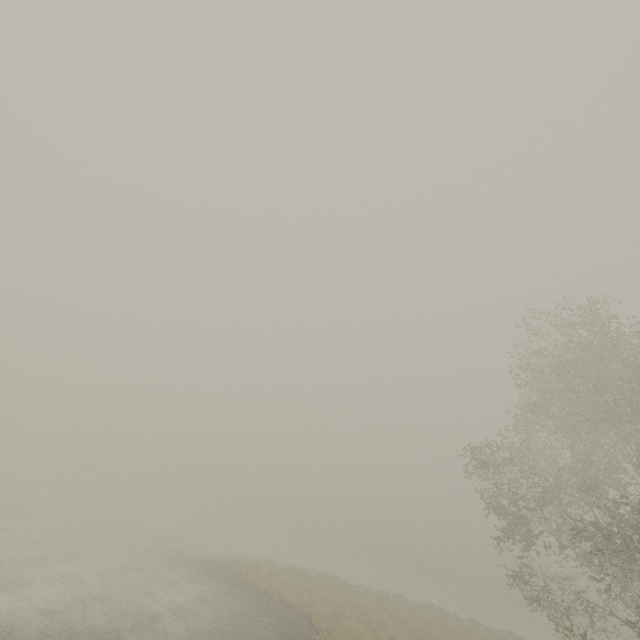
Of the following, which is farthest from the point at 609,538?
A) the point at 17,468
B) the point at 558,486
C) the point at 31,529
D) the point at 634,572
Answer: the point at 17,468
